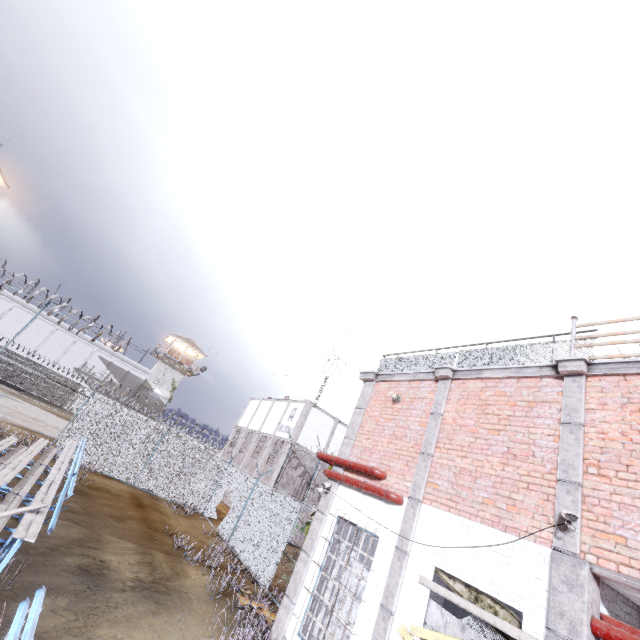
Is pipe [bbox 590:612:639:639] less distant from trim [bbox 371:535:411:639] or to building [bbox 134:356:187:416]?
trim [bbox 371:535:411:639]

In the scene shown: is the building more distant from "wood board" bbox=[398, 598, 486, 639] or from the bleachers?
the bleachers

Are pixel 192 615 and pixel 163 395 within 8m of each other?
no

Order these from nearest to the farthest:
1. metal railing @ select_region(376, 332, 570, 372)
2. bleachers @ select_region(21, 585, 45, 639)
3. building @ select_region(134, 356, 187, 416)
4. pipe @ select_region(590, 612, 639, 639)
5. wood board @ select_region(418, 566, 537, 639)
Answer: bleachers @ select_region(21, 585, 45, 639)
pipe @ select_region(590, 612, 639, 639)
wood board @ select_region(418, 566, 537, 639)
metal railing @ select_region(376, 332, 570, 372)
building @ select_region(134, 356, 187, 416)

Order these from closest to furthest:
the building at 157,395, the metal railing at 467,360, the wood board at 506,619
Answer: the wood board at 506,619, the metal railing at 467,360, the building at 157,395

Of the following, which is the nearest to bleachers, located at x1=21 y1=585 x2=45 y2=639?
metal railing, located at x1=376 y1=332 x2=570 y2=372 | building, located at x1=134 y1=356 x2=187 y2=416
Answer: metal railing, located at x1=376 y1=332 x2=570 y2=372

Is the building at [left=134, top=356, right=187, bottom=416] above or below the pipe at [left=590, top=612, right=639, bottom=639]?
above

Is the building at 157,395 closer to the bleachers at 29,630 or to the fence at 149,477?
the fence at 149,477
